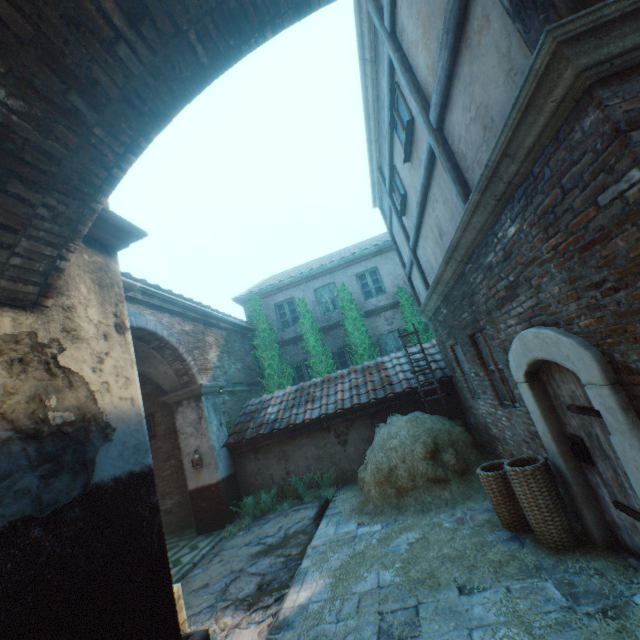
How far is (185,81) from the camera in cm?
248

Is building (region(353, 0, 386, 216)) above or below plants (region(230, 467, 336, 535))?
above

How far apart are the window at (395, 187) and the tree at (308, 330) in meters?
6.6

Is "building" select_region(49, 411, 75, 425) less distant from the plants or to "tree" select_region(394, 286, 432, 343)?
the plants

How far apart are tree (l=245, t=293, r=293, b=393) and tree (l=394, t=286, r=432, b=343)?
4.83m

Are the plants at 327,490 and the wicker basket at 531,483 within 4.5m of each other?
no

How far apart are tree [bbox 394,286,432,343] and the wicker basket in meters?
8.2

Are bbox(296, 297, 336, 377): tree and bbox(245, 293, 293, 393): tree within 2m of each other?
yes
